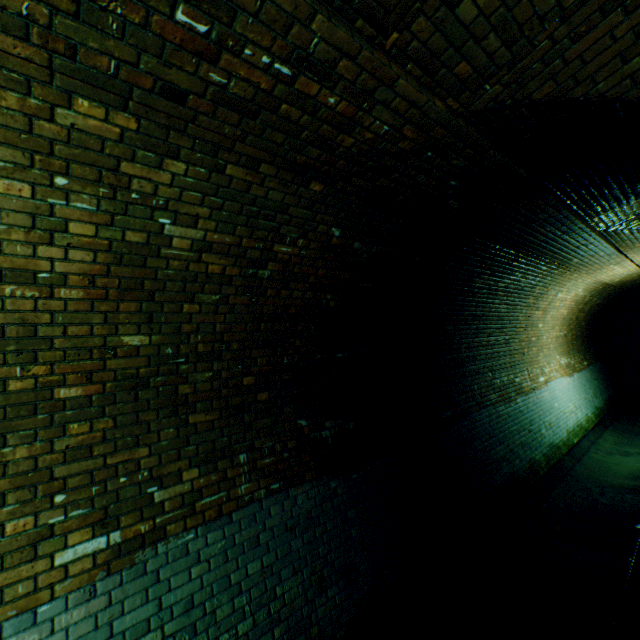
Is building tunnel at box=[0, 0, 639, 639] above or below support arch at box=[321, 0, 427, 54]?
below

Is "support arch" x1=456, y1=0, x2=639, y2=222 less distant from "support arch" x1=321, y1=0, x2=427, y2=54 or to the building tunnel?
the building tunnel

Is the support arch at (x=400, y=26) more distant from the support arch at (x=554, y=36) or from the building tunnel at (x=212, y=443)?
the support arch at (x=554, y=36)

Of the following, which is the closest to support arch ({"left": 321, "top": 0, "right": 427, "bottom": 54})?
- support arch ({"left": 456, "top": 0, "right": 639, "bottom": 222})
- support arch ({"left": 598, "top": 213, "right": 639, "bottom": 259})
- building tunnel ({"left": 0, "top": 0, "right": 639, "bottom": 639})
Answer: building tunnel ({"left": 0, "top": 0, "right": 639, "bottom": 639})

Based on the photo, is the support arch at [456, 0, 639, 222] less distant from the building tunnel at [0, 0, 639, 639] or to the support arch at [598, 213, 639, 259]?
the building tunnel at [0, 0, 639, 639]

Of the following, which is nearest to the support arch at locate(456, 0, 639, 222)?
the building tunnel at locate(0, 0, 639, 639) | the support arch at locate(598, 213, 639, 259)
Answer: the building tunnel at locate(0, 0, 639, 639)

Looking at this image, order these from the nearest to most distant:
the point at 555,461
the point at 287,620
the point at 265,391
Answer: the point at 287,620 < the point at 265,391 < the point at 555,461

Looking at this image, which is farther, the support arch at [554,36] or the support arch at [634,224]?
the support arch at [634,224]
